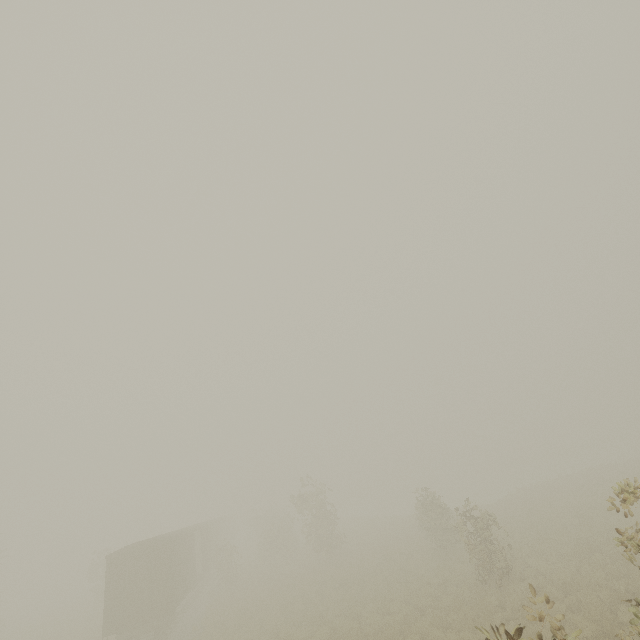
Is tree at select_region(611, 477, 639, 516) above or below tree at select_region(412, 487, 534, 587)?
above

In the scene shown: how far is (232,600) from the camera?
23.2 meters

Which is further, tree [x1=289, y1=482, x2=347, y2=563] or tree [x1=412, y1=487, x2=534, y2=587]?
tree [x1=289, y1=482, x2=347, y2=563]

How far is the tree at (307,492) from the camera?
26.6m

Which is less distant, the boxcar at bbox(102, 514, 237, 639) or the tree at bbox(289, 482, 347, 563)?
the boxcar at bbox(102, 514, 237, 639)

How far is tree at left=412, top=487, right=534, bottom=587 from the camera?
A: 14.4m

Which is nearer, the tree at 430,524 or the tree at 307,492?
the tree at 430,524
